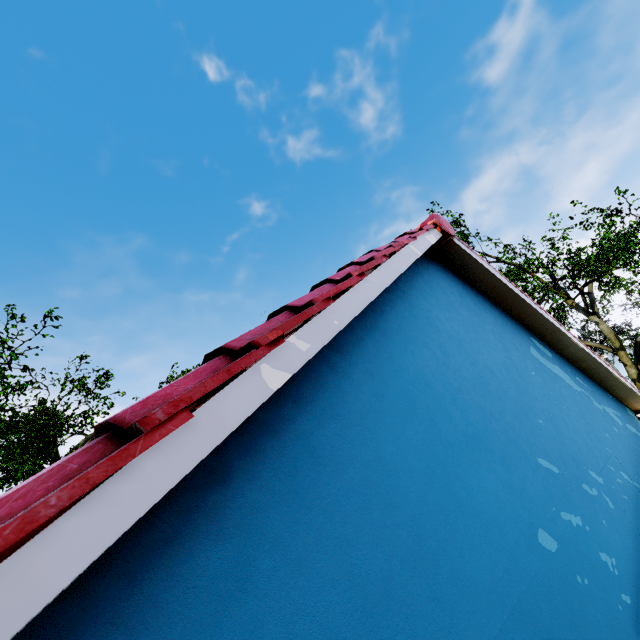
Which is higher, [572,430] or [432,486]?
[432,486]

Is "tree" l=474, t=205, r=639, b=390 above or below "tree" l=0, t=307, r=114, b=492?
below

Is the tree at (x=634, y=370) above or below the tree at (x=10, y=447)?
below

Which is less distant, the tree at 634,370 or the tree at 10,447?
the tree at 10,447

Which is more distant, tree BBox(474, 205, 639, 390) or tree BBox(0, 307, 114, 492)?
tree BBox(474, 205, 639, 390)
